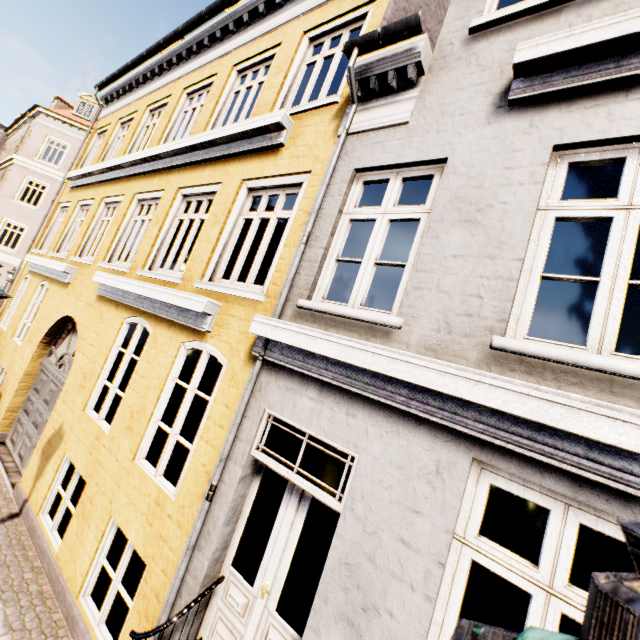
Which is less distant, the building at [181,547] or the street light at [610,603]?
the street light at [610,603]

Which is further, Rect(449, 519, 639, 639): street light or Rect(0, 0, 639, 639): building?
Rect(0, 0, 639, 639): building

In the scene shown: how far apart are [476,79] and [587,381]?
3.2 meters
